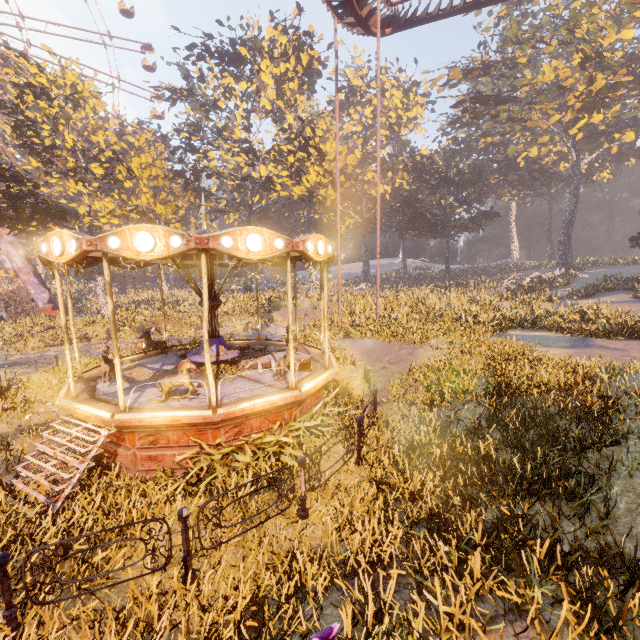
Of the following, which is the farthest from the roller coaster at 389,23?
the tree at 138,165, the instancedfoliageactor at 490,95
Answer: the tree at 138,165

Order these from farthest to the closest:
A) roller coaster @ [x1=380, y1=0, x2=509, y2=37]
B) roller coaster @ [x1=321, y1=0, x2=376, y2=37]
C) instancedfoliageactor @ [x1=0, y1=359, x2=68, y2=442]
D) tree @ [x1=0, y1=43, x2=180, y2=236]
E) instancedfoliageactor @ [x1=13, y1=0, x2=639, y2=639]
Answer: tree @ [x1=0, y1=43, x2=180, y2=236] → roller coaster @ [x1=380, y1=0, x2=509, y2=37] → roller coaster @ [x1=321, y1=0, x2=376, y2=37] → instancedfoliageactor @ [x1=0, y1=359, x2=68, y2=442] → instancedfoliageactor @ [x1=13, y1=0, x2=639, y2=639]

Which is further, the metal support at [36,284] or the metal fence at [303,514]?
the metal support at [36,284]

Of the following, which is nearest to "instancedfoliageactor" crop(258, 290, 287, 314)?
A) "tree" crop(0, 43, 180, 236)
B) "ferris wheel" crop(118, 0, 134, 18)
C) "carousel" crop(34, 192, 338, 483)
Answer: "carousel" crop(34, 192, 338, 483)

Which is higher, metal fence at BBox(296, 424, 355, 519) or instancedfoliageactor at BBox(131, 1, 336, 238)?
instancedfoliageactor at BBox(131, 1, 336, 238)

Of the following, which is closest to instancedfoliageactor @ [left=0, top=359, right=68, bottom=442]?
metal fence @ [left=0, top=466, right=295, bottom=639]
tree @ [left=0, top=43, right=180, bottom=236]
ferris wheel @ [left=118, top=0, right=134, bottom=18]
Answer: metal fence @ [left=0, top=466, right=295, bottom=639]

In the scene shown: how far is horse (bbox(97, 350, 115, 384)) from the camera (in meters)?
8.40

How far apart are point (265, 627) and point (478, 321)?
15.8m
